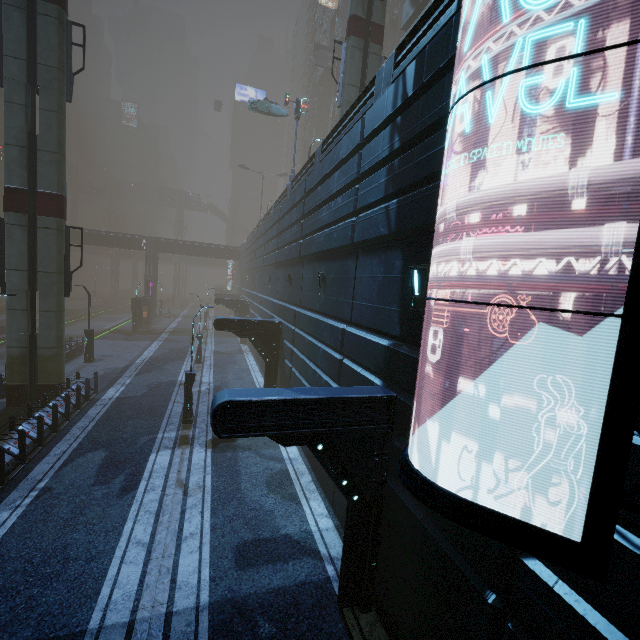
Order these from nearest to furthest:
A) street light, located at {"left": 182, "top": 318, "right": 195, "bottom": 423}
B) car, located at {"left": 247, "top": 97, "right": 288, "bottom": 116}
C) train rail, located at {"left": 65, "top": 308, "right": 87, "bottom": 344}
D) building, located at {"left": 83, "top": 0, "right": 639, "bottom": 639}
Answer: building, located at {"left": 83, "top": 0, "right": 639, "bottom": 639} → street light, located at {"left": 182, "top": 318, "right": 195, "bottom": 423} → car, located at {"left": 247, "top": 97, "right": 288, "bottom": 116} → train rail, located at {"left": 65, "top": 308, "right": 87, "bottom": 344}

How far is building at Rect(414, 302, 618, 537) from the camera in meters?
3.4

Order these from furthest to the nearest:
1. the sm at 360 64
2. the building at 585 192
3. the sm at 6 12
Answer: the sm at 360 64 < the sm at 6 12 < the building at 585 192

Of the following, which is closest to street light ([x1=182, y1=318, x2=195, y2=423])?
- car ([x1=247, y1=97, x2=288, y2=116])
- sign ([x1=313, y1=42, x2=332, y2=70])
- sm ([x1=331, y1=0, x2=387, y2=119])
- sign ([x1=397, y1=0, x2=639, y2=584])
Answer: sm ([x1=331, y1=0, x2=387, y2=119])

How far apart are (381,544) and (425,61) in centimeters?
1025cm

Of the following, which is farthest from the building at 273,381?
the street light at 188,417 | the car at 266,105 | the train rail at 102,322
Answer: the car at 266,105

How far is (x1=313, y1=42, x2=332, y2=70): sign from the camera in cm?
4641

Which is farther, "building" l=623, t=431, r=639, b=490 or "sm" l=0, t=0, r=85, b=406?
"sm" l=0, t=0, r=85, b=406
